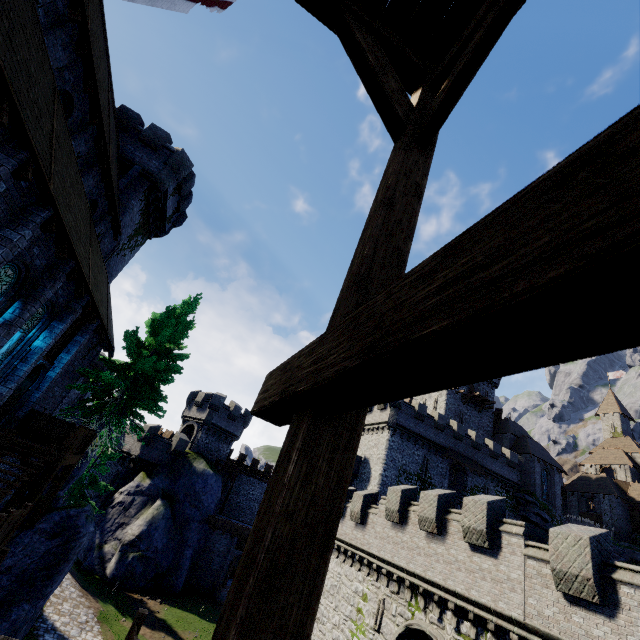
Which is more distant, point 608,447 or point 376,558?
point 608,447

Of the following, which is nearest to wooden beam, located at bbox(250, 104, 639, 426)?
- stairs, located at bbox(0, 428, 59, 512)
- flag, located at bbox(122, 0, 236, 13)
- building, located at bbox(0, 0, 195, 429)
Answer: flag, located at bbox(122, 0, 236, 13)

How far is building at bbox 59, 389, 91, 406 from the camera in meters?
39.5

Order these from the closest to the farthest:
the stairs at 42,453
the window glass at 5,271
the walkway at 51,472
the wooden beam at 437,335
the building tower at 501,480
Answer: the wooden beam at 437,335
the window glass at 5,271
the stairs at 42,453
the walkway at 51,472
the building tower at 501,480

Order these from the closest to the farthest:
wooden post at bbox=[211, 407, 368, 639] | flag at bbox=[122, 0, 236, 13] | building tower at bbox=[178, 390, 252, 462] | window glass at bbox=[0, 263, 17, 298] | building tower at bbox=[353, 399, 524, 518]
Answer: wooden post at bbox=[211, 407, 368, 639]
flag at bbox=[122, 0, 236, 13]
window glass at bbox=[0, 263, 17, 298]
building tower at bbox=[353, 399, 524, 518]
building tower at bbox=[178, 390, 252, 462]

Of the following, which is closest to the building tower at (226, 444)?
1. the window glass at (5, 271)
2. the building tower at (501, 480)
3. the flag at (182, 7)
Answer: the building tower at (501, 480)

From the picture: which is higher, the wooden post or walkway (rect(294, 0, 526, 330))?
walkway (rect(294, 0, 526, 330))

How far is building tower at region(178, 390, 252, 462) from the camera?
37.6m
